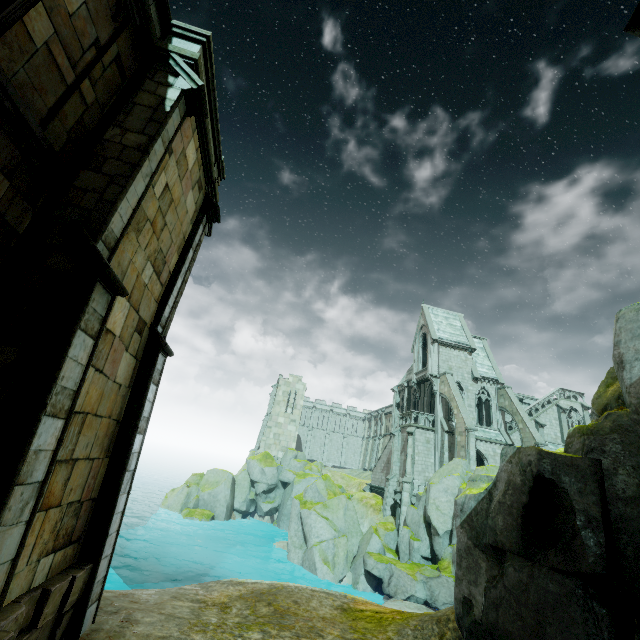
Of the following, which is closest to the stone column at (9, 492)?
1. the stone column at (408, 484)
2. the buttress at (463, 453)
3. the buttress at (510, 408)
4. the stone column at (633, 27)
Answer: the stone column at (633, 27)

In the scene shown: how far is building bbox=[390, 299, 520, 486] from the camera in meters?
31.8 m

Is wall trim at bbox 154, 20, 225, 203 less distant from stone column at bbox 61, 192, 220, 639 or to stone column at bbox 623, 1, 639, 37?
stone column at bbox 61, 192, 220, 639

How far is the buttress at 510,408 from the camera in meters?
29.4 m

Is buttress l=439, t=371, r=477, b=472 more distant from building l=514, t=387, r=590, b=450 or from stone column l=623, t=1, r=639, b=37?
stone column l=623, t=1, r=639, b=37

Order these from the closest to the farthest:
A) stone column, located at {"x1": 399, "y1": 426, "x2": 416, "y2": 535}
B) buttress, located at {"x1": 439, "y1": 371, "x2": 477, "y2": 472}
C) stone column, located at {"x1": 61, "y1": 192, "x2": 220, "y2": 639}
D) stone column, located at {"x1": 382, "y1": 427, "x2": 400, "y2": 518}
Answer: stone column, located at {"x1": 61, "y1": 192, "x2": 220, "y2": 639}
buttress, located at {"x1": 439, "y1": 371, "x2": 477, "y2": 472}
stone column, located at {"x1": 399, "y1": 426, "x2": 416, "y2": 535}
stone column, located at {"x1": 382, "y1": 427, "x2": 400, "y2": 518}

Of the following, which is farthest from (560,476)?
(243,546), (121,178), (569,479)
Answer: (243,546)

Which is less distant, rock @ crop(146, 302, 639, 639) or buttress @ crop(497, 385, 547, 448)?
rock @ crop(146, 302, 639, 639)
